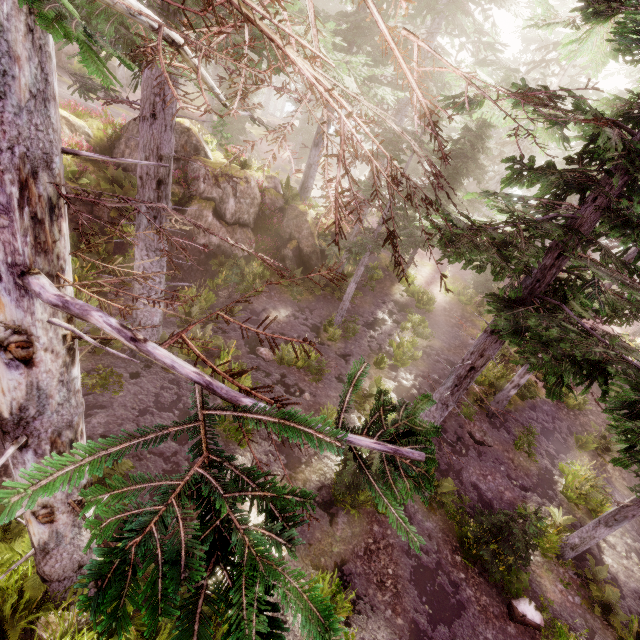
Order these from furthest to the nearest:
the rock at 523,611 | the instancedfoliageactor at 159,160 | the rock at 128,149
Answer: the rock at 128,149 < the rock at 523,611 < the instancedfoliageactor at 159,160

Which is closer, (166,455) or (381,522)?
(166,455)

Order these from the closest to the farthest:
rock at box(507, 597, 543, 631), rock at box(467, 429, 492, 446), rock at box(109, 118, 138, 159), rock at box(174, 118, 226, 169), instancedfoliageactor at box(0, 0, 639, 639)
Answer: instancedfoliageactor at box(0, 0, 639, 639), rock at box(507, 597, 543, 631), rock at box(467, 429, 492, 446), rock at box(109, 118, 138, 159), rock at box(174, 118, 226, 169)

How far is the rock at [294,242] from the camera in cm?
1619

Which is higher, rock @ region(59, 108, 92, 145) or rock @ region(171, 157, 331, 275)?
rock @ region(59, 108, 92, 145)

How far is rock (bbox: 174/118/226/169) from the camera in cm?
1592

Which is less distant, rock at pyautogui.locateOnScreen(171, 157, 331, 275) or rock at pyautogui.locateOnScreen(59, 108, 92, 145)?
rock at pyautogui.locateOnScreen(59, 108, 92, 145)

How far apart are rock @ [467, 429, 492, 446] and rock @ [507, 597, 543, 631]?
5.2 meters
